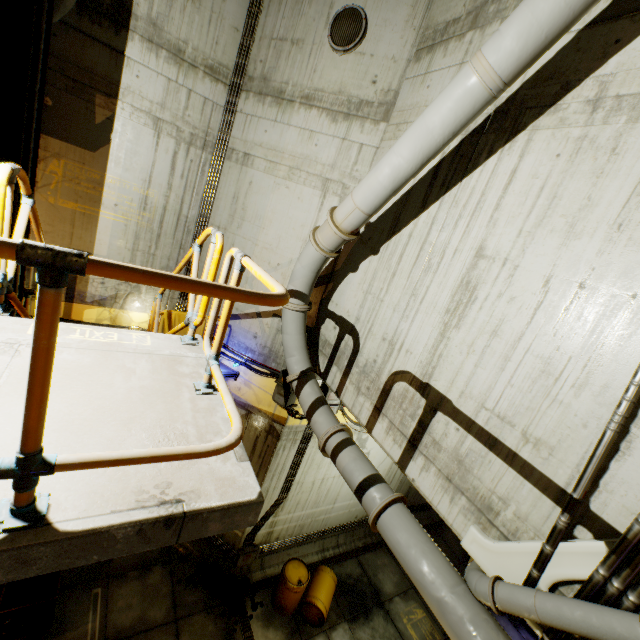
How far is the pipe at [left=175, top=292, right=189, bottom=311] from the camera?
8.80m

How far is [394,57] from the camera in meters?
6.1

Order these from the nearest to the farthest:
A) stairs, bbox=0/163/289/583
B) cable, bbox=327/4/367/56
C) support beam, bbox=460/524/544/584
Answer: stairs, bbox=0/163/289/583 → support beam, bbox=460/524/544/584 → cable, bbox=327/4/367/56

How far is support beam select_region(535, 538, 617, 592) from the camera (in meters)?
2.88

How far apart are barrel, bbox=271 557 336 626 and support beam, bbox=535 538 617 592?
6.9 meters

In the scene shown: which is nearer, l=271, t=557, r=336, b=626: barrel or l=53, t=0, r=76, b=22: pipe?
l=53, t=0, r=76, b=22: pipe

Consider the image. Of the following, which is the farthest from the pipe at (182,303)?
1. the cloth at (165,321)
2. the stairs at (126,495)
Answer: the cloth at (165,321)

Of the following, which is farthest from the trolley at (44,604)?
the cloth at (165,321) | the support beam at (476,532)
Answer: the support beam at (476,532)
